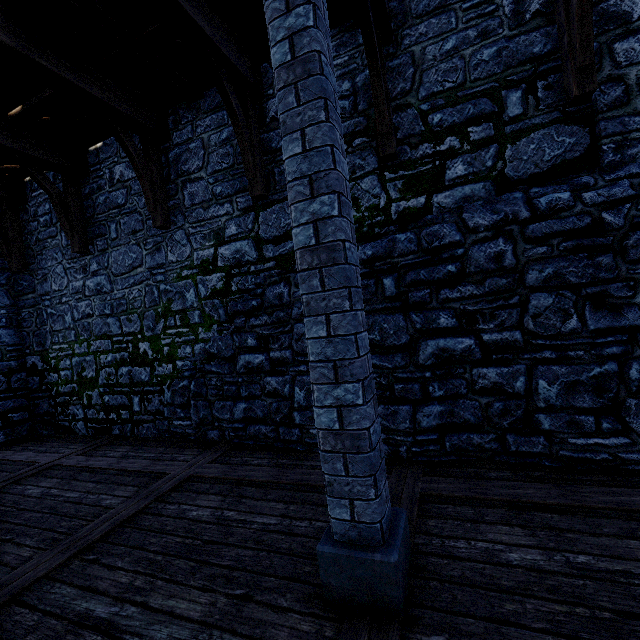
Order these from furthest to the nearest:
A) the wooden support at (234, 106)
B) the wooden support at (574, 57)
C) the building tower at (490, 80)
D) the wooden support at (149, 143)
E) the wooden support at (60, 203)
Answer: the wooden support at (60, 203) → the wooden support at (149, 143) → the wooden support at (234, 106) → the building tower at (490, 80) → the wooden support at (574, 57)

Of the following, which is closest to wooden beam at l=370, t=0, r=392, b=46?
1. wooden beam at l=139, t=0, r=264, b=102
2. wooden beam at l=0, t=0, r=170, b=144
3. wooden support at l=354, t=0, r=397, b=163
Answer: wooden support at l=354, t=0, r=397, b=163

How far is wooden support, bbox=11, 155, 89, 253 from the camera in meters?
5.8

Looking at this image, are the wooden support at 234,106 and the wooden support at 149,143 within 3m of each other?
yes

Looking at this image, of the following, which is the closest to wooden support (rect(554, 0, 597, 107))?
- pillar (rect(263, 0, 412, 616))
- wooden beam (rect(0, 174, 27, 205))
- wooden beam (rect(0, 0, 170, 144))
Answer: pillar (rect(263, 0, 412, 616))

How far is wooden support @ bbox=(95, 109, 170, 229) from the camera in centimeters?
502cm

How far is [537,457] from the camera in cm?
345

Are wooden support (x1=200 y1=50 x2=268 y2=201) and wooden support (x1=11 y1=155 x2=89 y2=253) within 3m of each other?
no
